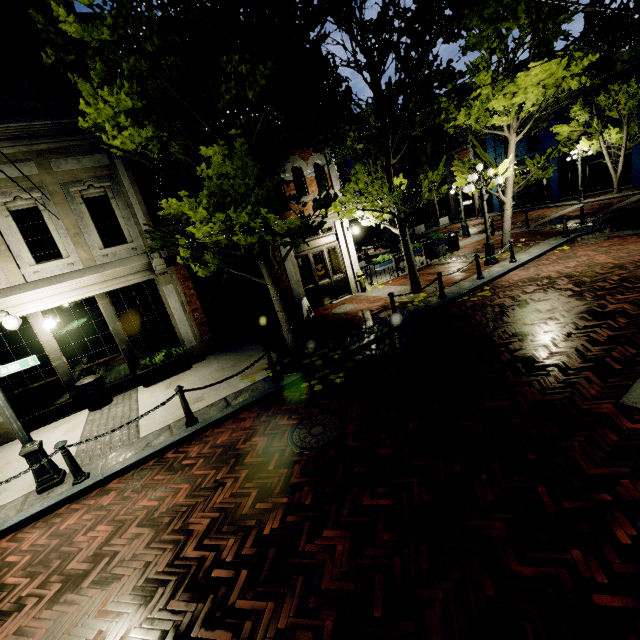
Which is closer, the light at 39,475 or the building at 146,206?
the light at 39,475

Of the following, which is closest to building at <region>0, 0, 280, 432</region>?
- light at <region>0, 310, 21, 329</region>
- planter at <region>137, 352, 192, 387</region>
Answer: planter at <region>137, 352, 192, 387</region>

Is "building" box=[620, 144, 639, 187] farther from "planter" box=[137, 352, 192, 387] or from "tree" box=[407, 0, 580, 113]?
"planter" box=[137, 352, 192, 387]

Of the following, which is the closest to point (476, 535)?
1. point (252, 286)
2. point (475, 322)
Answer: point (475, 322)

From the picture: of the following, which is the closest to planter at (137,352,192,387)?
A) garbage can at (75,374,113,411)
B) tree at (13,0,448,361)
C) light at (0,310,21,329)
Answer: garbage can at (75,374,113,411)

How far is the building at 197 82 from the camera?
9.9m

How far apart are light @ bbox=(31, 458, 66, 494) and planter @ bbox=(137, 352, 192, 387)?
3.48m

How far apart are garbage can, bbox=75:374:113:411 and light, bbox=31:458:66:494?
2.9m
